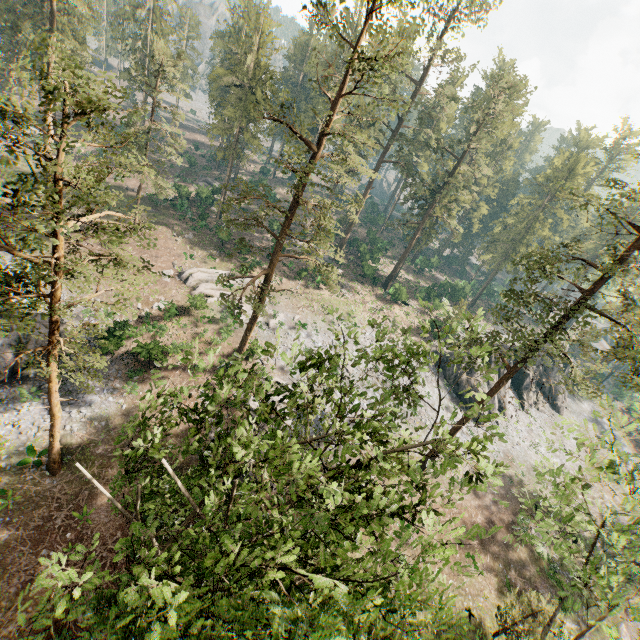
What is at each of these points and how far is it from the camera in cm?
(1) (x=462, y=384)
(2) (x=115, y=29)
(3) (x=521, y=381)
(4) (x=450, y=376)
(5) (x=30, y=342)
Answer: (1) rock, 3909
(2) foliage, 4972
(3) rock, 4466
(4) rock, 4022
(5) rock, 2398

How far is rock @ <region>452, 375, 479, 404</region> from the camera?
38.5m

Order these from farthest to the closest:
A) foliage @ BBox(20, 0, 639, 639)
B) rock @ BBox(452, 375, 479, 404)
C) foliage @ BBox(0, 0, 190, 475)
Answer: rock @ BBox(452, 375, 479, 404)
foliage @ BBox(0, 0, 190, 475)
foliage @ BBox(20, 0, 639, 639)

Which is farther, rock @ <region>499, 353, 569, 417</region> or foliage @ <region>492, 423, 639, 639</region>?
A: rock @ <region>499, 353, 569, 417</region>

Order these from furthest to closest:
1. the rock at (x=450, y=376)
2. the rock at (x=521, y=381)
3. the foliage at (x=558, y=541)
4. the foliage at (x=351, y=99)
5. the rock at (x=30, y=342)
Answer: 1. the rock at (x=521, y=381)
2. the rock at (x=450, y=376)
3. the rock at (x=30, y=342)
4. the foliage at (x=558, y=541)
5. the foliage at (x=351, y=99)

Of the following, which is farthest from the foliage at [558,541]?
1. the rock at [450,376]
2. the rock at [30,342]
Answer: the rock at [30,342]

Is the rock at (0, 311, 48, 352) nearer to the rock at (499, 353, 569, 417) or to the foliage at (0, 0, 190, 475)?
the foliage at (0, 0, 190, 475)
